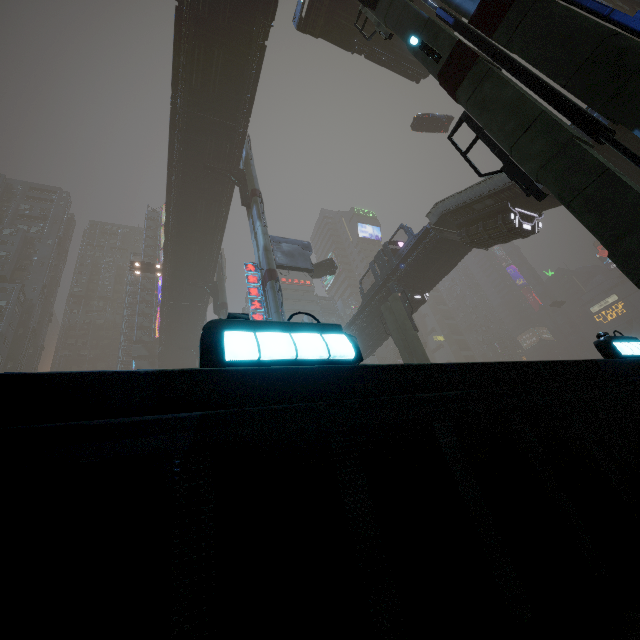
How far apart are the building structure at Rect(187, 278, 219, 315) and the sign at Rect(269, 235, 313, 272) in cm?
1476

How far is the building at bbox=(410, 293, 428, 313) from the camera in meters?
29.2

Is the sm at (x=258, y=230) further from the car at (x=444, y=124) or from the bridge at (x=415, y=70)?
the car at (x=444, y=124)

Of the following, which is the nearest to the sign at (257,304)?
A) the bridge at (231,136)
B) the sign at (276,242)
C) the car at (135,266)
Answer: the sign at (276,242)

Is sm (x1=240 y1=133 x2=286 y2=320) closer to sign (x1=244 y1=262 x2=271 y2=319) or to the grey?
sign (x1=244 y1=262 x2=271 y2=319)

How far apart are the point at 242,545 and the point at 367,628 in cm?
74

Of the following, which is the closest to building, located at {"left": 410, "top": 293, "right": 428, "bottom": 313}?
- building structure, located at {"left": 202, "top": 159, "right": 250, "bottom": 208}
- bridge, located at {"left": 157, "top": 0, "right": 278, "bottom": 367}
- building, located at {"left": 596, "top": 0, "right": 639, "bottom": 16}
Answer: bridge, located at {"left": 157, "top": 0, "right": 278, "bottom": 367}

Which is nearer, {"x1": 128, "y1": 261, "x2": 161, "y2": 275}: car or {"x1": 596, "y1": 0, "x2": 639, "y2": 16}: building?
{"x1": 596, "y1": 0, "x2": 639, "y2": 16}: building
